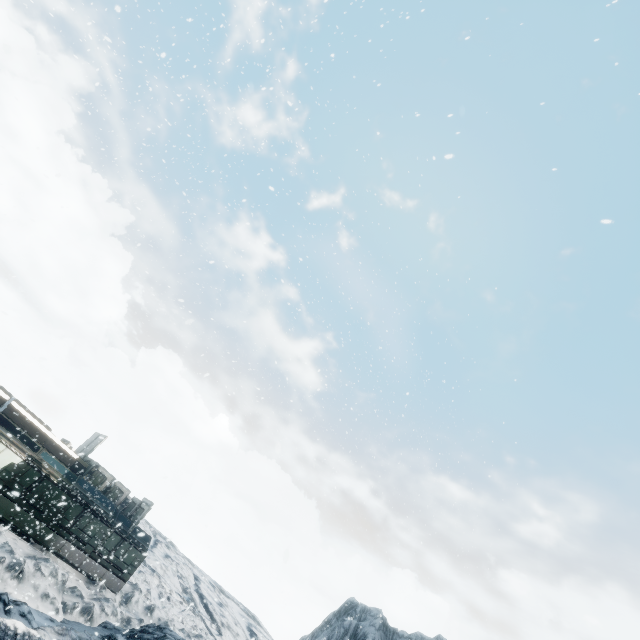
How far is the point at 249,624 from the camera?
49.8 meters
